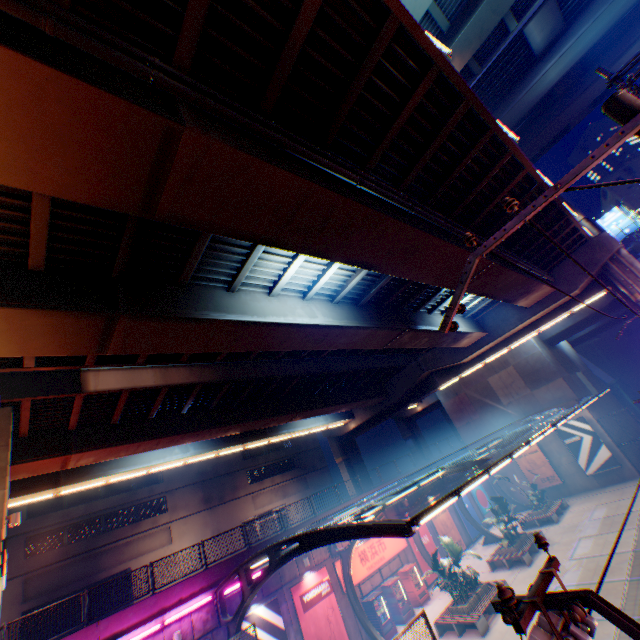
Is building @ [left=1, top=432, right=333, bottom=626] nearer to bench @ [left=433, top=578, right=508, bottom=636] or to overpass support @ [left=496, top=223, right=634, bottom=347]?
overpass support @ [left=496, top=223, right=634, bottom=347]

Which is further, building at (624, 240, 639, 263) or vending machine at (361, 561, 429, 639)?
building at (624, 240, 639, 263)

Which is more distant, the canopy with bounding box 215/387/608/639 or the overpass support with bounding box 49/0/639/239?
the canopy with bounding box 215/387/608/639

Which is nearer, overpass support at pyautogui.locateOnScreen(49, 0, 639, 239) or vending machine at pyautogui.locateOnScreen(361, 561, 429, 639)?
overpass support at pyautogui.locateOnScreen(49, 0, 639, 239)

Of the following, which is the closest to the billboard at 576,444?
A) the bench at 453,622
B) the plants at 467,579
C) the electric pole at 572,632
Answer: the bench at 453,622

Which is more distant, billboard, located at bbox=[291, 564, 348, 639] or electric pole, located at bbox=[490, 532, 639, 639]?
billboard, located at bbox=[291, 564, 348, 639]

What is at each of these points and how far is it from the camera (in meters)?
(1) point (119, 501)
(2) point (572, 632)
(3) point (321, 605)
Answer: (1) building, 32.03
(2) electric pole, 3.20
(3) billboard, 17.95

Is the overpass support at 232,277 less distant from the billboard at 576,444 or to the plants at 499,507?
the billboard at 576,444
